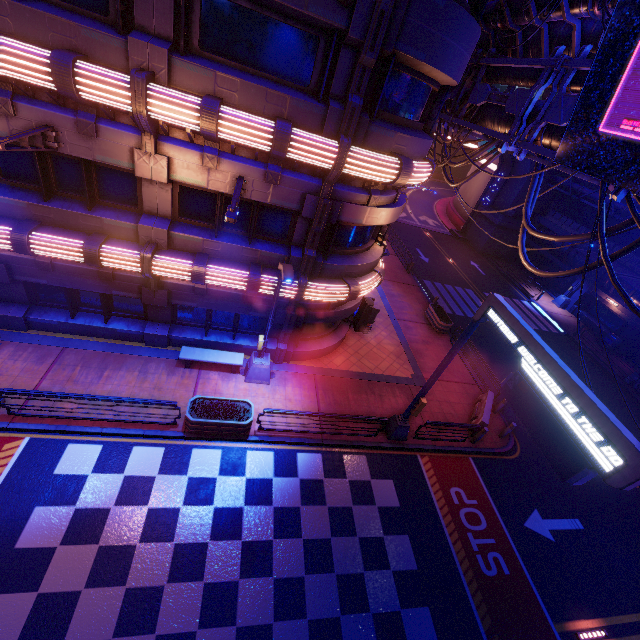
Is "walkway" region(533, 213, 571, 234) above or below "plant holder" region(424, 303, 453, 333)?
above

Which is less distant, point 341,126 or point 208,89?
point 208,89

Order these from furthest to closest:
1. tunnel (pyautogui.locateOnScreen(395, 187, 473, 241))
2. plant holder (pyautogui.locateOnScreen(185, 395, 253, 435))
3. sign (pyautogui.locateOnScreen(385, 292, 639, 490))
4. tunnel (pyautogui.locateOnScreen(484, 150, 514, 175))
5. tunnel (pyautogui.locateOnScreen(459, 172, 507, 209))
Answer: tunnel (pyautogui.locateOnScreen(395, 187, 473, 241)), tunnel (pyautogui.locateOnScreen(459, 172, 507, 209)), tunnel (pyautogui.locateOnScreen(484, 150, 514, 175)), plant holder (pyautogui.locateOnScreen(185, 395, 253, 435)), sign (pyautogui.locateOnScreen(385, 292, 639, 490))

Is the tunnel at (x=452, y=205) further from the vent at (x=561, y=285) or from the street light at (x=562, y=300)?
the street light at (x=562, y=300)

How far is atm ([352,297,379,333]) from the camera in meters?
17.4

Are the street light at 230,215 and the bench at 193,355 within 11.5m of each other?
yes

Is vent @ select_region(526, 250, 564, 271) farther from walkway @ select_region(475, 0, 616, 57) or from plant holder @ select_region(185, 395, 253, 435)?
plant holder @ select_region(185, 395, 253, 435)

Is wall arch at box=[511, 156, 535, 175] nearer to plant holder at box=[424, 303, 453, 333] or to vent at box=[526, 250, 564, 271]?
vent at box=[526, 250, 564, 271]
